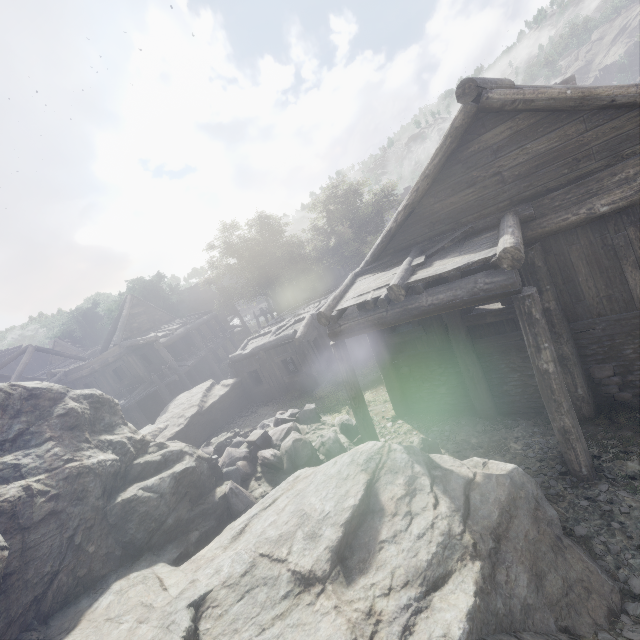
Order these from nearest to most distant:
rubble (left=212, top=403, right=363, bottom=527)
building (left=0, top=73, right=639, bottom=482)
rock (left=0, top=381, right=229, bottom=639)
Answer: rock (left=0, top=381, right=229, bottom=639), building (left=0, top=73, right=639, bottom=482), rubble (left=212, top=403, right=363, bottom=527)

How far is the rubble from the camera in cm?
854

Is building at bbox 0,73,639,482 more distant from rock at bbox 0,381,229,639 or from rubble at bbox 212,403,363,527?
rubble at bbox 212,403,363,527

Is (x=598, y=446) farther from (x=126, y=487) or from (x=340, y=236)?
(x=340, y=236)

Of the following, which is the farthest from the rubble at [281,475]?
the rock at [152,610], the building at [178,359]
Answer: the building at [178,359]

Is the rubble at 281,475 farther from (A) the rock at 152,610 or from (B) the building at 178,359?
(B) the building at 178,359

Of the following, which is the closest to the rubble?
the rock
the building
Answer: the rock
